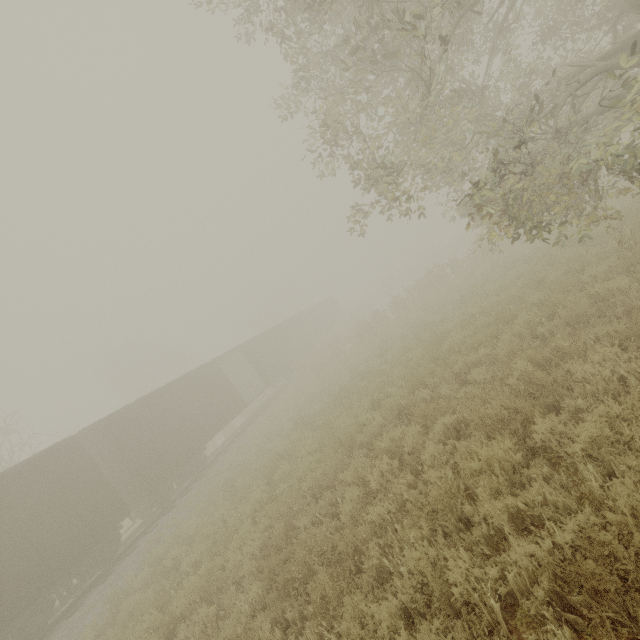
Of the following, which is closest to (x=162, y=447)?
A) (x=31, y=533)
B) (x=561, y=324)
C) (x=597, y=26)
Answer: (x=31, y=533)

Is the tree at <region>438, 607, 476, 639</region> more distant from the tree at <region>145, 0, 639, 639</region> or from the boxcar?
the boxcar

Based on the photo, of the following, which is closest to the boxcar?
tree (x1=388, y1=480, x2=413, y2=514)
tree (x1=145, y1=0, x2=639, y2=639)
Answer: tree (x1=388, y1=480, x2=413, y2=514)

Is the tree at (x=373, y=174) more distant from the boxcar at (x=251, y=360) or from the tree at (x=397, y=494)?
the boxcar at (x=251, y=360)

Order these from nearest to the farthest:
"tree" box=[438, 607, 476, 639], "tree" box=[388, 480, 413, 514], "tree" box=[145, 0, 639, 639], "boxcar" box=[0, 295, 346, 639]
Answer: "tree" box=[438, 607, 476, 639], "tree" box=[145, 0, 639, 639], "tree" box=[388, 480, 413, 514], "boxcar" box=[0, 295, 346, 639]

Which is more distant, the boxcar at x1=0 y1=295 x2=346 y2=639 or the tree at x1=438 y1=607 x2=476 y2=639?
the boxcar at x1=0 y1=295 x2=346 y2=639

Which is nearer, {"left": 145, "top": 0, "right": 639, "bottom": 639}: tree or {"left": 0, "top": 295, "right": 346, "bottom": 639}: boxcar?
{"left": 145, "top": 0, "right": 639, "bottom": 639}: tree
